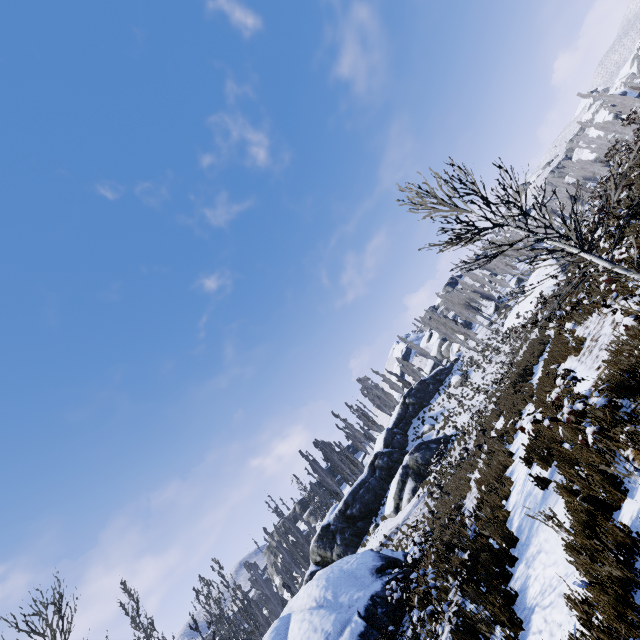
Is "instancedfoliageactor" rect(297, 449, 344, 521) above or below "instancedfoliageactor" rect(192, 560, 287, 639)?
above

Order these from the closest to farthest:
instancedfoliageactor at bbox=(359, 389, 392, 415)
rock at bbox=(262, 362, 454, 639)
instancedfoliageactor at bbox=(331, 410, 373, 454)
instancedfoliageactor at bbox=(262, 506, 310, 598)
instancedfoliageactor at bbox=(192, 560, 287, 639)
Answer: rock at bbox=(262, 362, 454, 639) → instancedfoliageactor at bbox=(192, 560, 287, 639) → instancedfoliageactor at bbox=(262, 506, 310, 598) → instancedfoliageactor at bbox=(331, 410, 373, 454) → instancedfoliageactor at bbox=(359, 389, 392, 415)

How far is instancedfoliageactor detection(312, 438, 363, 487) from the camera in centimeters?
4381cm

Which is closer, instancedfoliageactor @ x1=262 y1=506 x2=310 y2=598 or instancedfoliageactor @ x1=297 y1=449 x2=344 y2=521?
instancedfoliageactor @ x1=262 y1=506 x2=310 y2=598

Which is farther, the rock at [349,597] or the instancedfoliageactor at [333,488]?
the instancedfoliageactor at [333,488]

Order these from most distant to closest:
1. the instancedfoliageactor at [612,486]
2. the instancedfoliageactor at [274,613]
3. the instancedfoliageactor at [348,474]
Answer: the instancedfoliageactor at [348,474]
the instancedfoliageactor at [274,613]
the instancedfoliageactor at [612,486]

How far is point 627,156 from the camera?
12.9 meters
